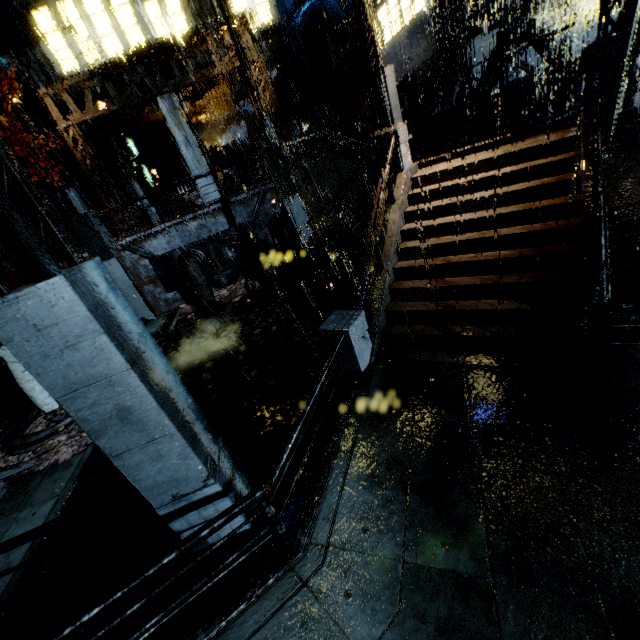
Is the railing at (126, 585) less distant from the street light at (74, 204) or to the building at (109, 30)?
the building at (109, 30)

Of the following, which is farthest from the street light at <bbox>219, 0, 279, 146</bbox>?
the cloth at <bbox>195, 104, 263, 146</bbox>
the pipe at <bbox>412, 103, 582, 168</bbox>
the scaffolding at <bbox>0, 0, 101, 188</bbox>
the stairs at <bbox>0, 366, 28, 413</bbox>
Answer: the stairs at <bbox>0, 366, 28, 413</bbox>

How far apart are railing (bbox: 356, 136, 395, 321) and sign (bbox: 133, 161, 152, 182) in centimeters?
2035cm

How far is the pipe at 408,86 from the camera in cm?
2155

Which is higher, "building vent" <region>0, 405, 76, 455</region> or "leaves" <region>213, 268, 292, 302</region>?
"building vent" <region>0, 405, 76, 455</region>

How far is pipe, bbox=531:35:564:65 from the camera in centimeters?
1492cm

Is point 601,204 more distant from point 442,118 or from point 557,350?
point 442,118
